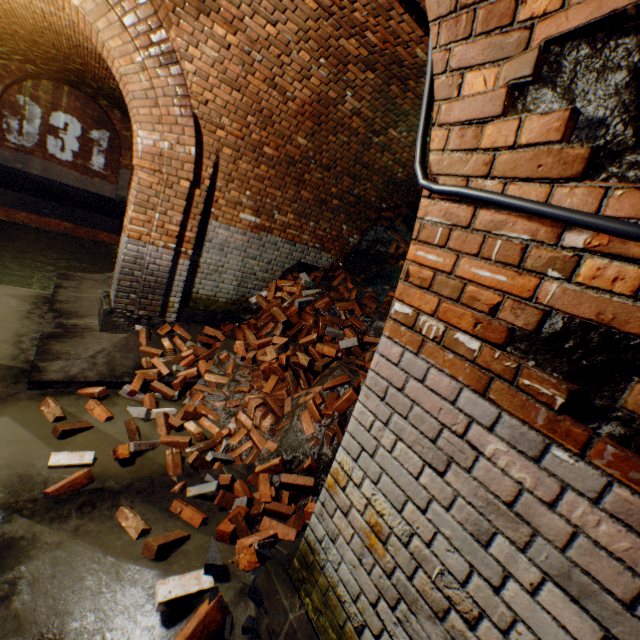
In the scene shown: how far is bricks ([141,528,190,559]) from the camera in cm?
215

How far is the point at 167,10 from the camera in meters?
3.5

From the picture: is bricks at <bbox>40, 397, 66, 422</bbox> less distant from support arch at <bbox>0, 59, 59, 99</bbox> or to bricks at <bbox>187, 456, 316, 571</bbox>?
bricks at <bbox>187, 456, 316, 571</bbox>

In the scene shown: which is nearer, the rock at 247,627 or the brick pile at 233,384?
the rock at 247,627

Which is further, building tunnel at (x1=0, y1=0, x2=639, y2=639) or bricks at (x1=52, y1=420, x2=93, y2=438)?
bricks at (x1=52, y1=420, x2=93, y2=438)

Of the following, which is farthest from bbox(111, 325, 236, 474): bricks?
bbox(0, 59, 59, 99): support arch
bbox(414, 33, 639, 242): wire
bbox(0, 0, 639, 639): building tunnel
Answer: bbox(0, 59, 59, 99): support arch

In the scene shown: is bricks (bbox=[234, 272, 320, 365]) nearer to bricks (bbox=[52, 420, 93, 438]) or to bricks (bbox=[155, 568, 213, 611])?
bricks (bbox=[52, 420, 93, 438])

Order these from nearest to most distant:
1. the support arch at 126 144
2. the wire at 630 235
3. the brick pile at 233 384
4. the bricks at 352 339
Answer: the wire at 630 235
the brick pile at 233 384
the bricks at 352 339
the support arch at 126 144
